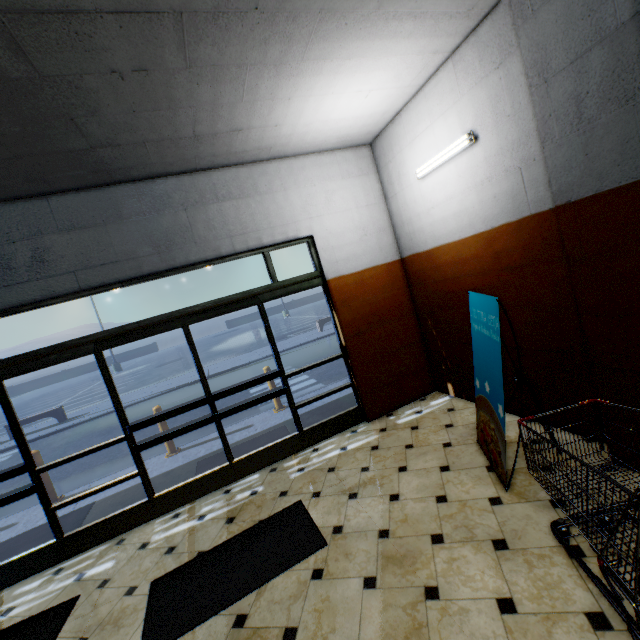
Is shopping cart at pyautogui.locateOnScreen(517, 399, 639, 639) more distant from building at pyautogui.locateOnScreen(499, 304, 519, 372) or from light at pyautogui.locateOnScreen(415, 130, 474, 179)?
light at pyautogui.locateOnScreen(415, 130, 474, 179)

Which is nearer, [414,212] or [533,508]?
[533,508]

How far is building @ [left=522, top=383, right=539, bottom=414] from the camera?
3.58m

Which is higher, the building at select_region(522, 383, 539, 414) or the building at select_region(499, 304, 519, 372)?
the building at select_region(499, 304, 519, 372)

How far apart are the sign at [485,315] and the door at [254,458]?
2.3m

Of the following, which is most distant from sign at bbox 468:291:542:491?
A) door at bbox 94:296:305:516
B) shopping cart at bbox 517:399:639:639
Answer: door at bbox 94:296:305:516

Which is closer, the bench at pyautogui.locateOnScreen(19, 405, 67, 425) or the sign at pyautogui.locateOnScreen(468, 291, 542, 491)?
the sign at pyautogui.locateOnScreen(468, 291, 542, 491)

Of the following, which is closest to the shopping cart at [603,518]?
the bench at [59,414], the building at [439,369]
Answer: the building at [439,369]
